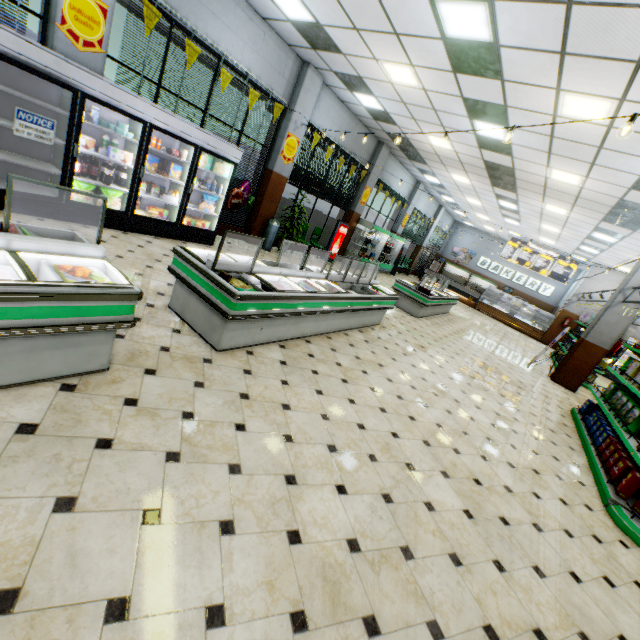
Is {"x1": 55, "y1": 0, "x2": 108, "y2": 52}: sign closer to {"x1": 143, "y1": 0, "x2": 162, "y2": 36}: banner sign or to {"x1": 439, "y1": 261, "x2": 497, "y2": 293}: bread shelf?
{"x1": 143, "y1": 0, "x2": 162, "y2": 36}: banner sign

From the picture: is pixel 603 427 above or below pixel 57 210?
above

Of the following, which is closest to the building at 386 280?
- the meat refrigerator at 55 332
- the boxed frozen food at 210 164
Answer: the meat refrigerator at 55 332

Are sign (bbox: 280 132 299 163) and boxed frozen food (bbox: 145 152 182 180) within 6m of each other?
yes

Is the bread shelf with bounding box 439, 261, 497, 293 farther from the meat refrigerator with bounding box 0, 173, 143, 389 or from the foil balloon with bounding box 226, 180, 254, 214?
the meat refrigerator with bounding box 0, 173, 143, 389

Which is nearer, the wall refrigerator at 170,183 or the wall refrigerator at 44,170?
the wall refrigerator at 44,170

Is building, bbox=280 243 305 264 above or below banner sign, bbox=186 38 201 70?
below

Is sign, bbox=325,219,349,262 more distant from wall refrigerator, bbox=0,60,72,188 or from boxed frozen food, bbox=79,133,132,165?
boxed frozen food, bbox=79,133,132,165
